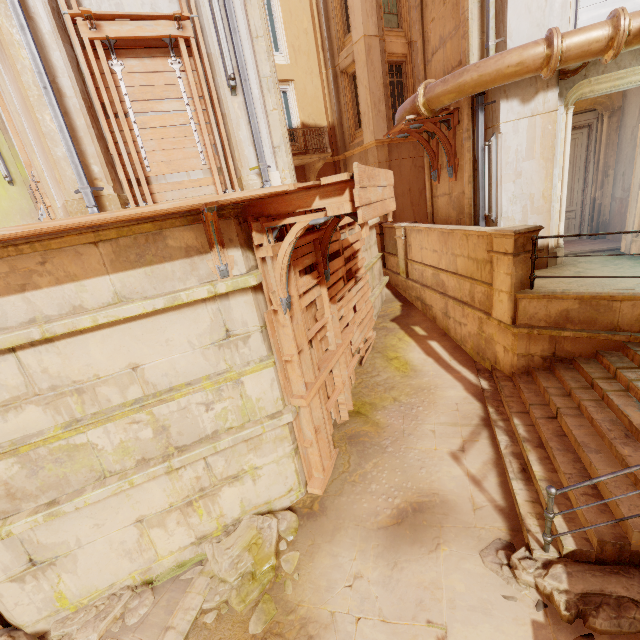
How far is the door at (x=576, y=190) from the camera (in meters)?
8.26

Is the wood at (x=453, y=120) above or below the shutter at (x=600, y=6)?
below

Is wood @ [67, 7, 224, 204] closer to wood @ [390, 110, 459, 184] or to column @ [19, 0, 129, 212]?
column @ [19, 0, 129, 212]

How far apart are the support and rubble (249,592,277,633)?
14.6m

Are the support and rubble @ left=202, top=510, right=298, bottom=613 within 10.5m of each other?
no

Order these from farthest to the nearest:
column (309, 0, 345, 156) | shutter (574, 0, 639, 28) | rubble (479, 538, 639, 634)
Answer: column (309, 0, 345, 156) → shutter (574, 0, 639, 28) → rubble (479, 538, 639, 634)

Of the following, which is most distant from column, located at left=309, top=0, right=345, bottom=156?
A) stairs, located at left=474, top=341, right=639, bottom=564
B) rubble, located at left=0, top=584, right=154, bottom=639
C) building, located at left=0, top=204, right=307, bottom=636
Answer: rubble, located at left=0, top=584, right=154, bottom=639

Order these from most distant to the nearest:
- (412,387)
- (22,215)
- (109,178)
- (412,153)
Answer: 1. (412,153)
2. (22,215)
3. (412,387)
4. (109,178)
